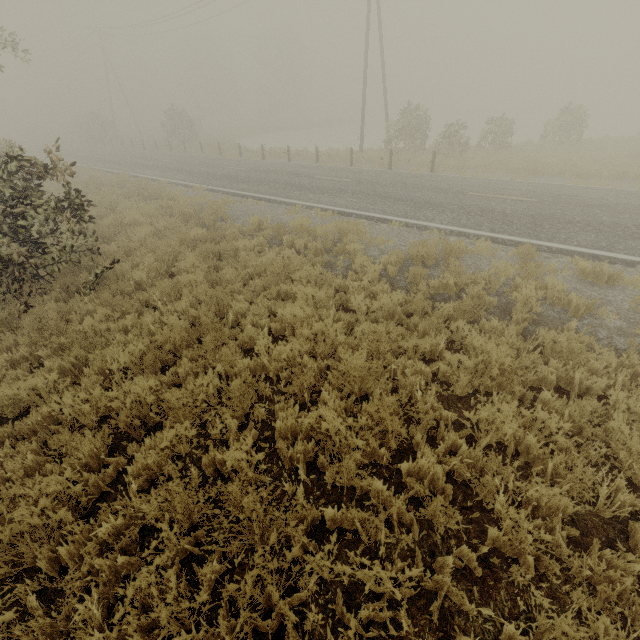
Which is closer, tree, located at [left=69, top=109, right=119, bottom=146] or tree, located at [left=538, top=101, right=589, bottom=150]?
tree, located at [left=538, top=101, right=589, bottom=150]

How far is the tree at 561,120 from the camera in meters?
20.3

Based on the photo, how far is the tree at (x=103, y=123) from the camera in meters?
41.0 m

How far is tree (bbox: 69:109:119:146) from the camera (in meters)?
41.00

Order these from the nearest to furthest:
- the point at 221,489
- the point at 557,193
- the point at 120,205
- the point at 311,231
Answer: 1. the point at 221,489
2. the point at 311,231
3. the point at 557,193
4. the point at 120,205

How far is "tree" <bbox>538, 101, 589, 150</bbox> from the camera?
20.3 meters
